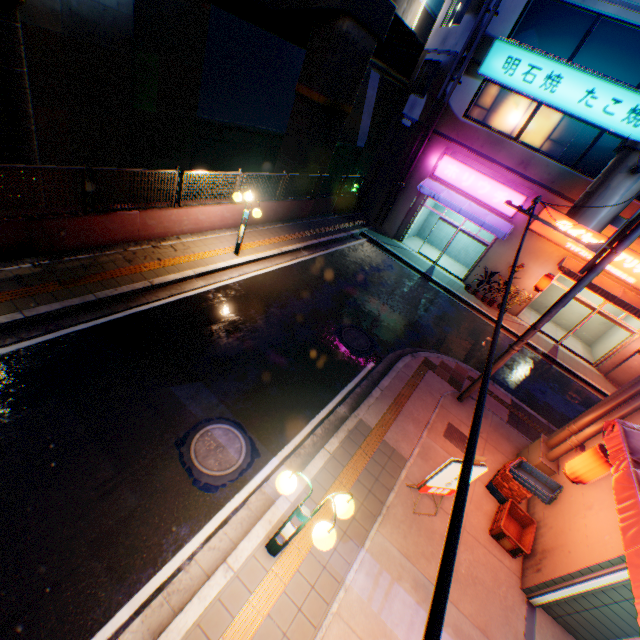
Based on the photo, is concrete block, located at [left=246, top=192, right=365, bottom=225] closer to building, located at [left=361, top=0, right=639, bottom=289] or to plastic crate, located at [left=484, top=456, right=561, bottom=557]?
building, located at [left=361, top=0, right=639, bottom=289]

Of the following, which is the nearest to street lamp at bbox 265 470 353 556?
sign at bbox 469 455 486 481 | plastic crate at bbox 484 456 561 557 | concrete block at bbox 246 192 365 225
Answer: sign at bbox 469 455 486 481

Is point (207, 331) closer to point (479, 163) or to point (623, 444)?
point (623, 444)

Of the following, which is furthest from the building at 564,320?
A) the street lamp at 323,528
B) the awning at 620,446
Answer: the street lamp at 323,528

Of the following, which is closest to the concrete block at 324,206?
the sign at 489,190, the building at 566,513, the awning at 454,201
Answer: the awning at 454,201

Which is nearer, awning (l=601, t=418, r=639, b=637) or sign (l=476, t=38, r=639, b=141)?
awning (l=601, t=418, r=639, b=637)

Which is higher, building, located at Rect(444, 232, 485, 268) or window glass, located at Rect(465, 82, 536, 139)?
window glass, located at Rect(465, 82, 536, 139)

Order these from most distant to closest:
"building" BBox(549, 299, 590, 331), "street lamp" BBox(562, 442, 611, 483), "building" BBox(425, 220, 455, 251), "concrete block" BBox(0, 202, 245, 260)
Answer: "building" BBox(425, 220, 455, 251)
"building" BBox(549, 299, 590, 331)
"concrete block" BBox(0, 202, 245, 260)
"street lamp" BBox(562, 442, 611, 483)
